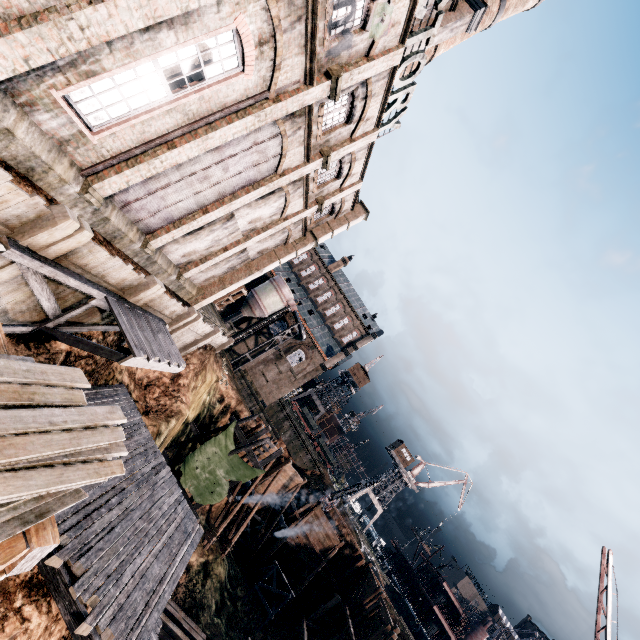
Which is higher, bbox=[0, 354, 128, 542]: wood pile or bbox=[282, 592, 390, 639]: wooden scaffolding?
bbox=[0, 354, 128, 542]: wood pile

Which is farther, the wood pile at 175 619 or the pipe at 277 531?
the pipe at 277 531

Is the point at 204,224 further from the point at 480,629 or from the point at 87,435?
the point at 480,629

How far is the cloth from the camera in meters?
23.0 m

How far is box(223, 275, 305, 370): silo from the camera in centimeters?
4885cm

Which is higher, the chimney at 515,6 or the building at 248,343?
the chimney at 515,6

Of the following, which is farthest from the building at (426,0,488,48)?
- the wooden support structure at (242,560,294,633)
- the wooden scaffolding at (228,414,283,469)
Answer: the wooden support structure at (242,560,294,633)

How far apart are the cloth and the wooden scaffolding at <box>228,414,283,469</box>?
0.0 meters
